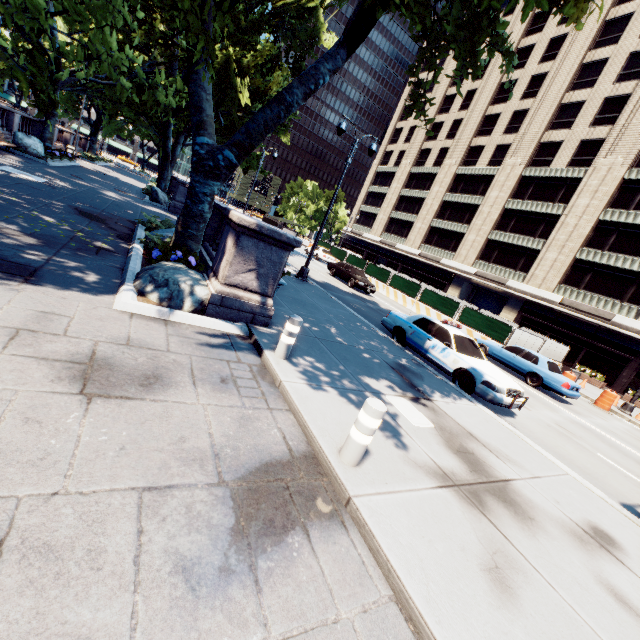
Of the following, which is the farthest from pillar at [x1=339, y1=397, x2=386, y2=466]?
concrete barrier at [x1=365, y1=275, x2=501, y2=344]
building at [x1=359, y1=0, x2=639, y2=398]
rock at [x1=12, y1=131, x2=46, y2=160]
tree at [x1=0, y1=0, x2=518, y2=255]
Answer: building at [x1=359, y1=0, x2=639, y2=398]

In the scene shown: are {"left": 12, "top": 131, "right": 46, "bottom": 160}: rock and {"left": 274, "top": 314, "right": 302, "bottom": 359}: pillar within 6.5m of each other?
no

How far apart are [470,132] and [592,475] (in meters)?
49.96

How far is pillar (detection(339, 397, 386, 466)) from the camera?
3.7m

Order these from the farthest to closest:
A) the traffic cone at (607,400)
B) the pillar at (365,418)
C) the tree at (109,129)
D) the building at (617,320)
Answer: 1. the building at (617,320)
2. the traffic cone at (607,400)
3. the tree at (109,129)
4. the pillar at (365,418)

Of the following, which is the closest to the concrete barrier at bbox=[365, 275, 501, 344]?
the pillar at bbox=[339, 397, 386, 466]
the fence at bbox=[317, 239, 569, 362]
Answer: the fence at bbox=[317, 239, 569, 362]

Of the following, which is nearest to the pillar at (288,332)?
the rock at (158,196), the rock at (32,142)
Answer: the rock at (158,196)

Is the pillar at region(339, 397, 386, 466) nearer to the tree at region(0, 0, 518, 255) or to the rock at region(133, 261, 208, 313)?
the rock at region(133, 261, 208, 313)
